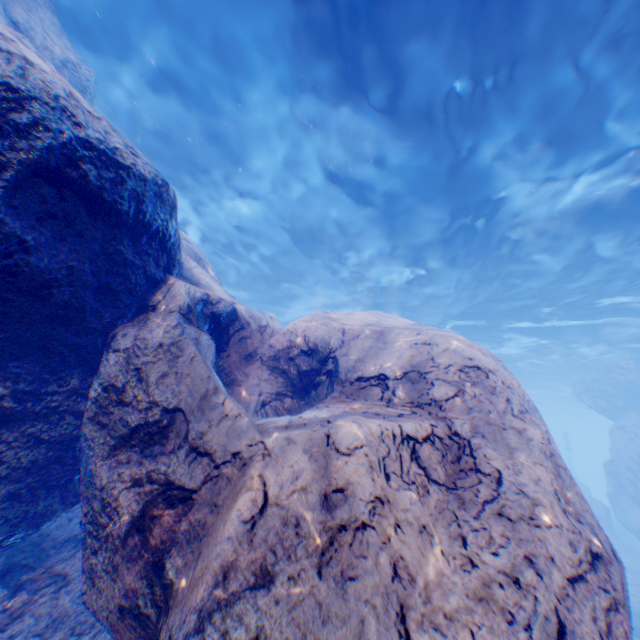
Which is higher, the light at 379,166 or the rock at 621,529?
the light at 379,166

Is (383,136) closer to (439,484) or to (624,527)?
(439,484)

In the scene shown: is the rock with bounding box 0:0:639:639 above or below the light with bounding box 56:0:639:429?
below

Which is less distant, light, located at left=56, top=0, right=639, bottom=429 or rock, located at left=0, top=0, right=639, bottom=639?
rock, located at left=0, top=0, right=639, bottom=639

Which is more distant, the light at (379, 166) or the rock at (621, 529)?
the light at (379, 166)
